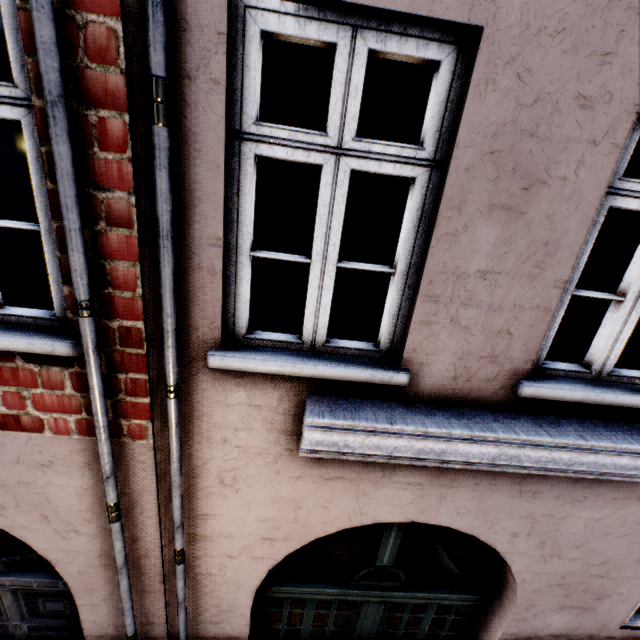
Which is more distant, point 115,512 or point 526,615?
point 526,615
